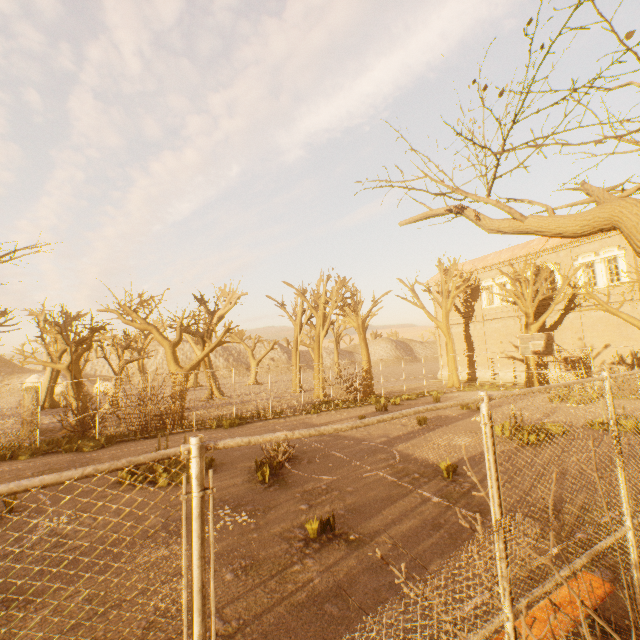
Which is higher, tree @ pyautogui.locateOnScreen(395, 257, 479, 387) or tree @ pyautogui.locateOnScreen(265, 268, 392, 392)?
tree @ pyautogui.locateOnScreen(265, 268, 392, 392)

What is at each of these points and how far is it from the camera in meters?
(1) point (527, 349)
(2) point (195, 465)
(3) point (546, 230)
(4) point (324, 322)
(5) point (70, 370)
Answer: (1) basketballbackboardstansion, 17.5
(2) fence, 1.4
(3) tree, 4.1
(4) tree, 26.7
(5) tree, 17.8

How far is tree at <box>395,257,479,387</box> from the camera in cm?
2748

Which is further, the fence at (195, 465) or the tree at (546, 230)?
the tree at (546, 230)

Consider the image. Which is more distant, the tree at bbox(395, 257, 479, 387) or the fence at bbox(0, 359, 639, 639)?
the tree at bbox(395, 257, 479, 387)

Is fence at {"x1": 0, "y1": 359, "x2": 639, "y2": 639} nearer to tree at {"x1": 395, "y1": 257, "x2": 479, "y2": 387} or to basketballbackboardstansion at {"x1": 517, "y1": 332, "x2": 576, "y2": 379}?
tree at {"x1": 395, "y1": 257, "x2": 479, "y2": 387}

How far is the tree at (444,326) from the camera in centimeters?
2748cm
